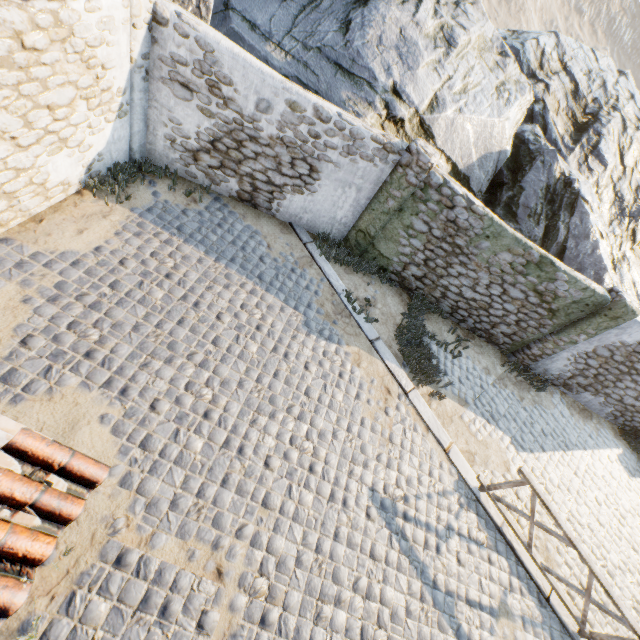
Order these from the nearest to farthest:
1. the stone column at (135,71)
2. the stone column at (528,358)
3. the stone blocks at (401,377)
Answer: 1. the stone column at (135,71)
2. the stone blocks at (401,377)
3. the stone column at (528,358)

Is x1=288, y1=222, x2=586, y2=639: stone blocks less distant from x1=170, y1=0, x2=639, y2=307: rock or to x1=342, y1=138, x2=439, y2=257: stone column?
x1=170, y1=0, x2=639, y2=307: rock

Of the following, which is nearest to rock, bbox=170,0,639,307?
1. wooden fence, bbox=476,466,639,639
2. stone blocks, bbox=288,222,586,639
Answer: stone blocks, bbox=288,222,586,639

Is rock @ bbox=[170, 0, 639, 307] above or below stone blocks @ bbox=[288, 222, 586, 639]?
above

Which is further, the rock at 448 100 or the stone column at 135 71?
the rock at 448 100

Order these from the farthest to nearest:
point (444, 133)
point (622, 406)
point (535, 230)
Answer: point (622, 406)
point (535, 230)
point (444, 133)

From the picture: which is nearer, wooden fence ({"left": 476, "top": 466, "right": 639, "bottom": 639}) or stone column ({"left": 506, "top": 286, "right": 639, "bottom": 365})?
wooden fence ({"left": 476, "top": 466, "right": 639, "bottom": 639})

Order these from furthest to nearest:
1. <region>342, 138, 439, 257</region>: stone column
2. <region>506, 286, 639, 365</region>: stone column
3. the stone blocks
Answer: <region>506, 286, 639, 365</region>: stone column < <region>342, 138, 439, 257</region>: stone column < the stone blocks
